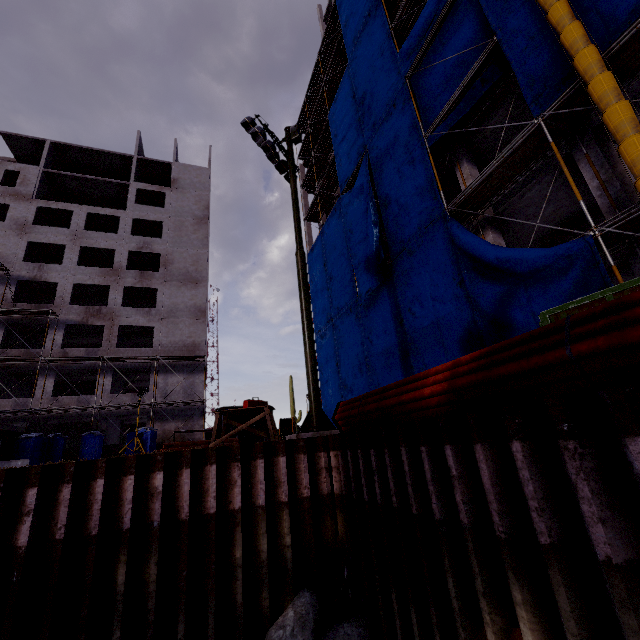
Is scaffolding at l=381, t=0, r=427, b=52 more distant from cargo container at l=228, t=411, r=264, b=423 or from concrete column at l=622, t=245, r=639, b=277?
cargo container at l=228, t=411, r=264, b=423

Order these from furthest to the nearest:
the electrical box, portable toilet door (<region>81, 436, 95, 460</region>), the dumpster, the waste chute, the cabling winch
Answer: the cabling winch
portable toilet door (<region>81, 436, 95, 460</region>)
the electrical box
the waste chute
the dumpster

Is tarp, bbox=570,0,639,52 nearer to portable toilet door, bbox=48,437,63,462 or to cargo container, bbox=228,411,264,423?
portable toilet door, bbox=48,437,63,462

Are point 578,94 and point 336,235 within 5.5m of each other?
no

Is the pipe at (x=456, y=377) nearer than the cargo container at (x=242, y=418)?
Yes

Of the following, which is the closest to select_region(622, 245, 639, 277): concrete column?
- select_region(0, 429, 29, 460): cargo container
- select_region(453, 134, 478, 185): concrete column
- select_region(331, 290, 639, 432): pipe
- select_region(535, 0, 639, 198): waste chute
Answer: select_region(535, 0, 639, 198): waste chute

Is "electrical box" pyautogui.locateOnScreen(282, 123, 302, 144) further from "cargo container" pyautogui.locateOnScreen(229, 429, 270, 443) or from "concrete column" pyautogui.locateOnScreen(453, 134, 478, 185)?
"cargo container" pyautogui.locateOnScreen(229, 429, 270, 443)

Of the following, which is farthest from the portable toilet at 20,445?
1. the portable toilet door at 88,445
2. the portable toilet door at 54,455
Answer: the portable toilet door at 88,445
